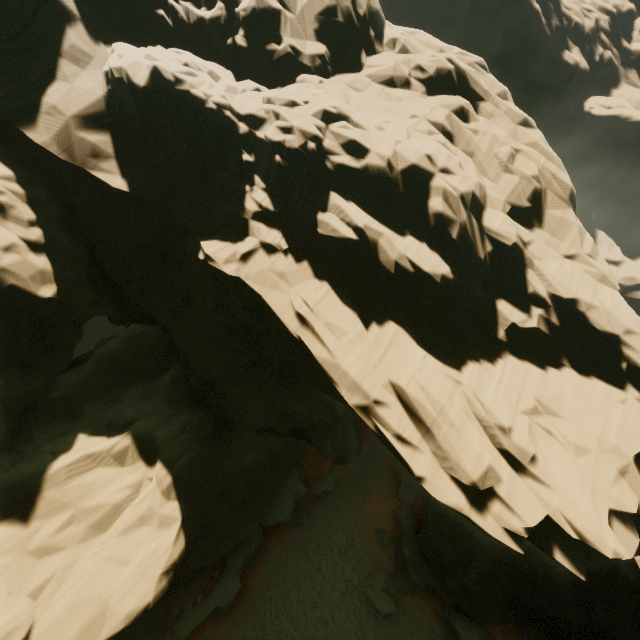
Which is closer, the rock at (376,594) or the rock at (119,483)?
the rock at (119,483)

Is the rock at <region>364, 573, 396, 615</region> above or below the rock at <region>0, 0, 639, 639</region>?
below

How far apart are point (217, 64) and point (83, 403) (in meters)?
17.93

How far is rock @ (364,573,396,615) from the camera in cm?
1848

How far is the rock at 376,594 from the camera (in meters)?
18.48

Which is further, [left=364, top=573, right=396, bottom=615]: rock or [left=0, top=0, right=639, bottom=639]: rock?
[left=364, top=573, right=396, bottom=615]: rock
